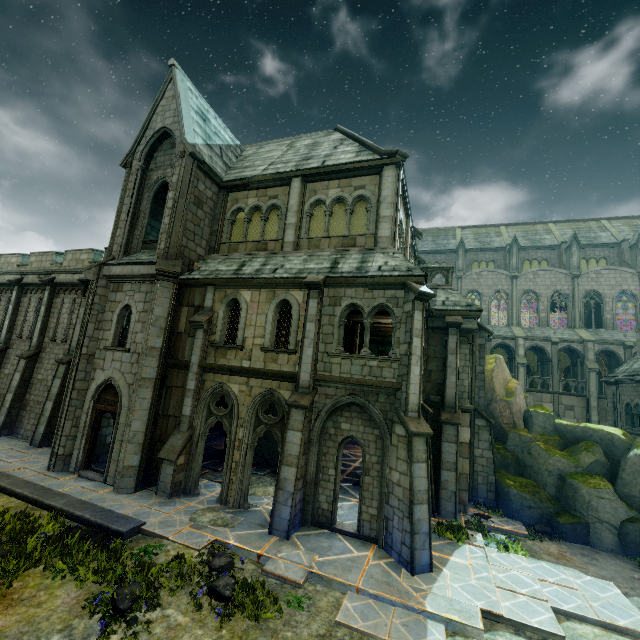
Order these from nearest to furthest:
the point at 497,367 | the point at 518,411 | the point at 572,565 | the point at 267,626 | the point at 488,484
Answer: the point at 267,626, the point at 572,565, the point at 488,484, the point at 518,411, the point at 497,367

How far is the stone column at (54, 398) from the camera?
16.0m

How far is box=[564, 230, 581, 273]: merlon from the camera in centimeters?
3641cm

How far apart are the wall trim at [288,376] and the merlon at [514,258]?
36.7 meters

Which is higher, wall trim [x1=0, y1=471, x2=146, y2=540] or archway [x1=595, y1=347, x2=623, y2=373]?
archway [x1=595, y1=347, x2=623, y2=373]

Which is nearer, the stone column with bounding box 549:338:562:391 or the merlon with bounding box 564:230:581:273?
A: the stone column with bounding box 549:338:562:391

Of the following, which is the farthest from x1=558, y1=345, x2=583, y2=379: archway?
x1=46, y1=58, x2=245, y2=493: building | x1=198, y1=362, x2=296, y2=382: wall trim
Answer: x1=198, y1=362, x2=296, y2=382: wall trim

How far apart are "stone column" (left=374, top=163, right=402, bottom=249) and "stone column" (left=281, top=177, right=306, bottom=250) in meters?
3.3
